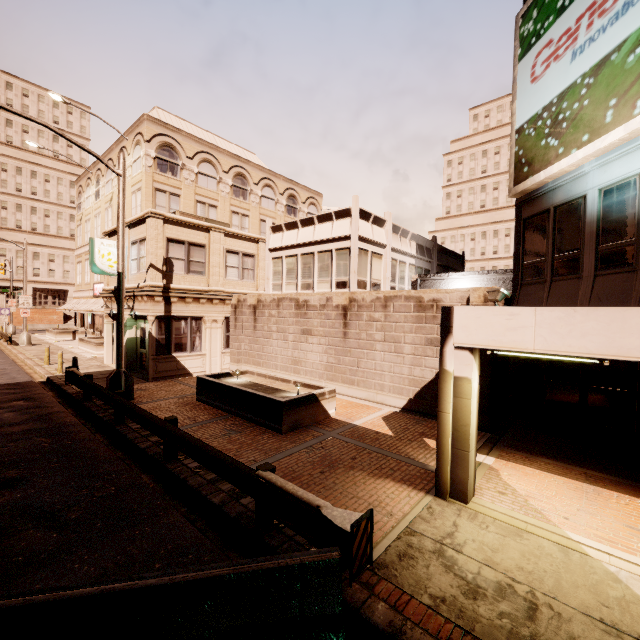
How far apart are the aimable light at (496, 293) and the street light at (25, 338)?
36.01m

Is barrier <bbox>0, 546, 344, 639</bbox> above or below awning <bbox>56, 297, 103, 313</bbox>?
below

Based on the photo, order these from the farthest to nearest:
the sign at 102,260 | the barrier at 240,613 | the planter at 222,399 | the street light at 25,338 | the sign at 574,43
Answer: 1. the street light at 25,338
2. the sign at 102,260
3. the planter at 222,399
4. the sign at 574,43
5. the barrier at 240,613

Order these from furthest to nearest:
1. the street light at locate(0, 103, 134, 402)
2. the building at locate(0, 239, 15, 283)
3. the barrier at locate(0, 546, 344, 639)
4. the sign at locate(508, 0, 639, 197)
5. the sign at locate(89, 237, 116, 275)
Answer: the building at locate(0, 239, 15, 283) → the sign at locate(89, 237, 116, 275) → the street light at locate(0, 103, 134, 402) → the sign at locate(508, 0, 639, 197) → the barrier at locate(0, 546, 344, 639)

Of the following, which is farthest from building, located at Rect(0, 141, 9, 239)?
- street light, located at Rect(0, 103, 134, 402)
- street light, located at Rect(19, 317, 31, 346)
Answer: street light, located at Rect(0, 103, 134, 402)

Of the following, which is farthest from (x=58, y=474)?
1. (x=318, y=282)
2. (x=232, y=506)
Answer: (x=318, y=282)

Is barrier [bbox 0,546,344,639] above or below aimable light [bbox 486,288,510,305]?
below

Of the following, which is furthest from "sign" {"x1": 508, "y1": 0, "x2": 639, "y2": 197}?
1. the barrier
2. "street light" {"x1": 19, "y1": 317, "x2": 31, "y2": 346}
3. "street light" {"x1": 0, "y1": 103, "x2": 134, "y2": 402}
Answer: "street light" {"x1": 19, "y1": 317, "x2": 31, "y2": 346}
